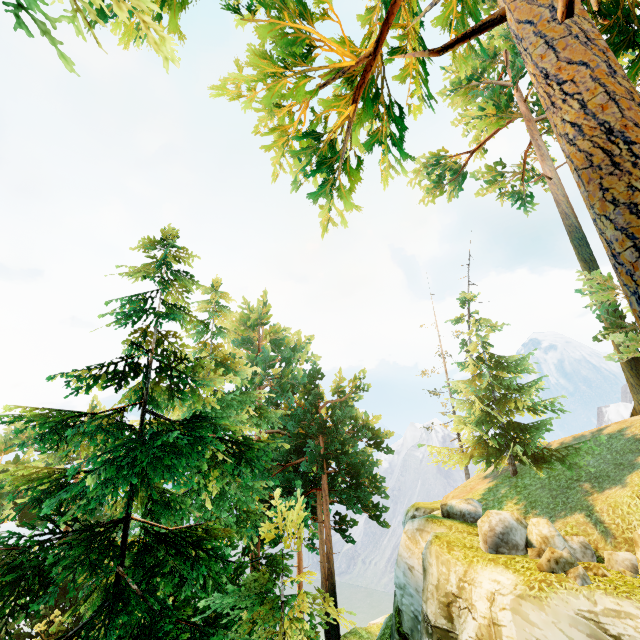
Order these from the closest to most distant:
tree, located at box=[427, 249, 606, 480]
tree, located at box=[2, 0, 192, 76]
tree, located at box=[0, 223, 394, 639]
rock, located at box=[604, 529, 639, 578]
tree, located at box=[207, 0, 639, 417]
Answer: tree, located at box=[2, 0, 192, 76] < tree, located at box=[207, 0, 639, 417] < tree, located at box=[0, 223, 394, 639] < rock, located at box=[604, 529, 639, 578] < tree, located at box=[427, 249, 606, 480]

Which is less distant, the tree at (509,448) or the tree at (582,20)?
the tree at (582,20)

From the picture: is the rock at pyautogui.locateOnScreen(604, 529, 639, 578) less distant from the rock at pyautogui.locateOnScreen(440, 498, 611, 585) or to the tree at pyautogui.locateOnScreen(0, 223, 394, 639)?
the rock at pyautogui.locateOnScreen(440, 498, 611, 585)

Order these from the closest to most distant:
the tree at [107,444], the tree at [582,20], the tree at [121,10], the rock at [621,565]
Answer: the tree at [121,10]
the tree at [582,20]
the tree at [107,444]
the rock at [621,565]

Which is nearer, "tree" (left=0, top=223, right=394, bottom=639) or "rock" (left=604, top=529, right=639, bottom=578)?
"tree" (left=0, top=223, right=394, bottom=639)

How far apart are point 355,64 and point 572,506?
16.87m
